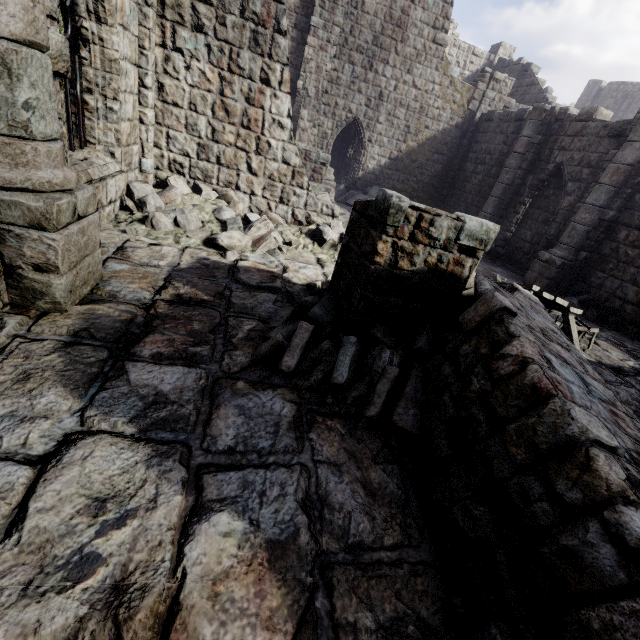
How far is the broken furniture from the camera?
6.4m

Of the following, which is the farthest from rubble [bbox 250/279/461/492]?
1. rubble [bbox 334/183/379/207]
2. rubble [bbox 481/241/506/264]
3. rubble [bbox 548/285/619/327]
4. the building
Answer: rubble [bbox 334/183/379/207]

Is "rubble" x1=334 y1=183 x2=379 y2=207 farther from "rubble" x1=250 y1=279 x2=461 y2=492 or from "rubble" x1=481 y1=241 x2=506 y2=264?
"rubble" x1=250 y1=279 x2=461 y2=492

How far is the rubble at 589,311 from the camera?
9.59m

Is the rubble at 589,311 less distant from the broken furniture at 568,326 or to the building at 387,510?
the building at 387,510

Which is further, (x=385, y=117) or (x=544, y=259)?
(x=385, y=117)

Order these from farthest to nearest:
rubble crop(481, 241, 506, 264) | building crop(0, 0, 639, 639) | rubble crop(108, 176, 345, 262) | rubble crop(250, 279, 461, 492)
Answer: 1. rubble crop(481, 241, 506, 264)
2. rubble crop(108, 176, 345, 262)
3. rubble crop(250, 279, 461, 492)
4. building crop(0, 0, 639, 639)

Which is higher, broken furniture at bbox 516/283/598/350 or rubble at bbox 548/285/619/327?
broken furniture at bbox 516/283/598/350
